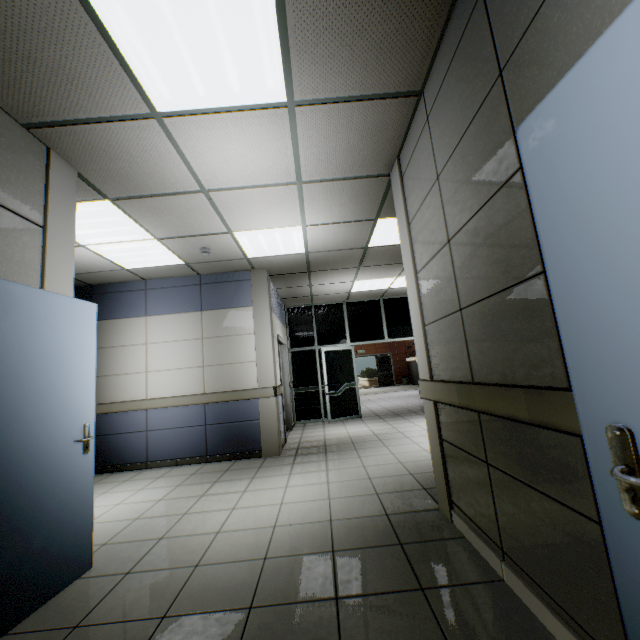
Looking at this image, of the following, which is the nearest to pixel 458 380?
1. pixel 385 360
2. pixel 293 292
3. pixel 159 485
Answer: pixel 159 485

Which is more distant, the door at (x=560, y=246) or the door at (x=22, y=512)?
the door at (x=22, y=512)

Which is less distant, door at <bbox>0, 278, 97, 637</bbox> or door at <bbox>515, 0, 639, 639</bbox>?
door at <bbox>515, 0, 639, 639</bbox>
